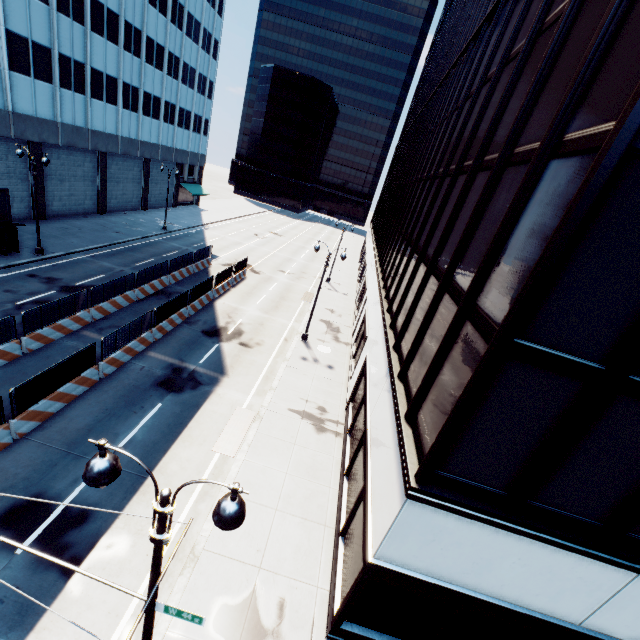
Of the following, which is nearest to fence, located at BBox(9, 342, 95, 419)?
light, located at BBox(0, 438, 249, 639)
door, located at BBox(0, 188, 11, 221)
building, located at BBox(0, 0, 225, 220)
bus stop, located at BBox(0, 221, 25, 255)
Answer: light, located at BBox(0, 438, 249, 639)

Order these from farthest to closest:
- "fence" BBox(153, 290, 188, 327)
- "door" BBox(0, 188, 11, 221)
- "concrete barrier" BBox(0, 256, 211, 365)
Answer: "door" BBox(0, 188, 11, 221) → "fence" BBox(153, 290, 188, 327) → "concrete barrier" BBox(0, 256, 211, 365)

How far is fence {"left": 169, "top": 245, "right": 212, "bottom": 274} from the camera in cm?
2671

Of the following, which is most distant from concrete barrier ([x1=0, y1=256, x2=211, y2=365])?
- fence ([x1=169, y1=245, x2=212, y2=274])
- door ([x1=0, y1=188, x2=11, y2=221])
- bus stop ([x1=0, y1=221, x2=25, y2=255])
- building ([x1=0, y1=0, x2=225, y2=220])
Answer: door ([x1=0, y1=188, x2=11, y2=221])

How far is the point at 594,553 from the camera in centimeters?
643cm

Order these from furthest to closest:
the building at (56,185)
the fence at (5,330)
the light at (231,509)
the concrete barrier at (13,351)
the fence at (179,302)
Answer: the building at (56,185) → the fence at (179,302) → the concrete barrier at (13,351) → the fence at (5,330) → the light at (231,509)

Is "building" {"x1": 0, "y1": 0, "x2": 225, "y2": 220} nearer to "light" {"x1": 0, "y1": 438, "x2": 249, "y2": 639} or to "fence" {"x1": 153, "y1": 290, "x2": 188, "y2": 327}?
"fence" {"x1": 153, "y1": 290, "x2": 188, "y2": 327}

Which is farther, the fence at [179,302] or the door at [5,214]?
the door at [5,214]
